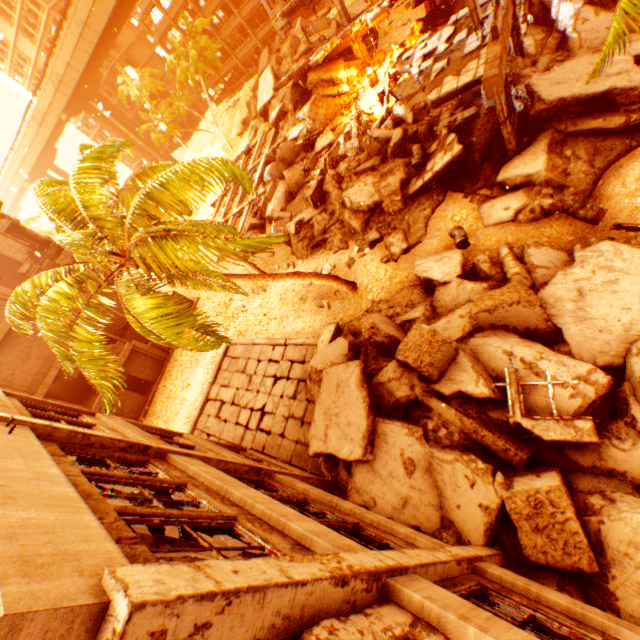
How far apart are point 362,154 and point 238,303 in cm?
1217

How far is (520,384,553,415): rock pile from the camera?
7.0 meters

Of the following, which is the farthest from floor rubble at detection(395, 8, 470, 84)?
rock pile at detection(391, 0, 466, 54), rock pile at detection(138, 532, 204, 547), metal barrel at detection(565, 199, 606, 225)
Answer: rock pile at detection(138, 532, 204, 547)

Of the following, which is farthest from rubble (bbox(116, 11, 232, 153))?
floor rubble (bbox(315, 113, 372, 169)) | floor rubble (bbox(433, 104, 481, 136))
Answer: floor rubble (bbox(433, 104, 481, 136))

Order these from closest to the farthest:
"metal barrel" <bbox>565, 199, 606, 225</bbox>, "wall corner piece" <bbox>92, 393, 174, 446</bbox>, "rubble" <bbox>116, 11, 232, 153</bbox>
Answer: "wall corner piece" <bbox>92, 393, 174, 446</bbox>
"metal barrel" <bbox>565, 199, 606, 225</bbox>
"rubble" <bbox>116, 11, 232, 153</bbox>

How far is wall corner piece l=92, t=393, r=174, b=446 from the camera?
7.6m

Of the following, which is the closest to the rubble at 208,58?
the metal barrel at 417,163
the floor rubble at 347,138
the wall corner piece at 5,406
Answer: the wall corner piece at 5,406

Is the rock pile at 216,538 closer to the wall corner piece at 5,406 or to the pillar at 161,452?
the pillar at 161,452
